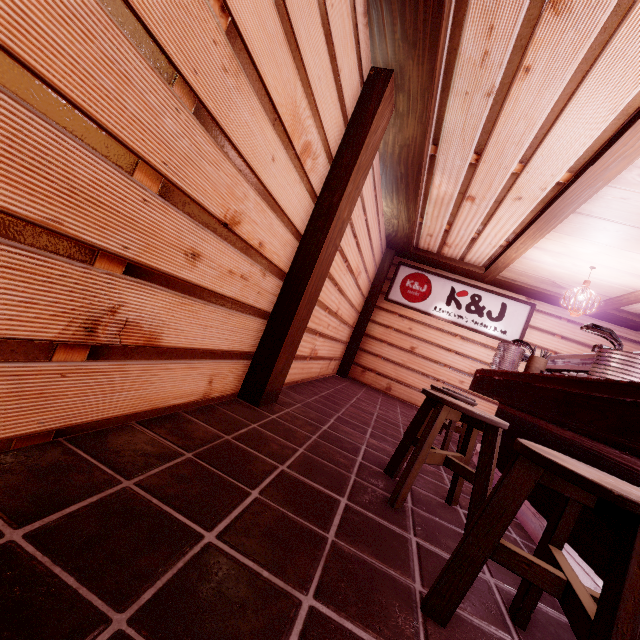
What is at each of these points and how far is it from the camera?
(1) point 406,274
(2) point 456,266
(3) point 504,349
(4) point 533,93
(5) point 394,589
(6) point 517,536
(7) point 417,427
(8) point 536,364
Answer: (1) sign, 12.5m
(2) wood bar, 11.3m
(3) dish, 6.5m
(4) building, 4.4m
(5) building, 2.0m
(6) building, 3.6m
(7) chair, 3.7m
(8) tableware, 6.0m

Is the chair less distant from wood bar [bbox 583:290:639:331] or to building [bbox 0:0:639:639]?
building [bbox 0:0:639:639]

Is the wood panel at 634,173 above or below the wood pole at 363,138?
above

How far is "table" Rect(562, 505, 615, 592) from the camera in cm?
275

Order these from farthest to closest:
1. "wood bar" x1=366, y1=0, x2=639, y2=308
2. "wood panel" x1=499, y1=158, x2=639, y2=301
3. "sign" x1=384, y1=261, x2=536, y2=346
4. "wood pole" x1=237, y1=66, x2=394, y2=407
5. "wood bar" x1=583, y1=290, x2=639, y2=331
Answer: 1. "sign" x1=384, y1=261, x2=536, y2=346
2. "wood bar" x1=583, y1=290, x2=639, y2=331
3. "wood panel" x1=499, y1=158, x2=639, y2=301
4. "wood pole" x1=237, y1=66, x2=394, y2=407
5. "wood bar" x1=366, y1=0, x2=639, y2=308

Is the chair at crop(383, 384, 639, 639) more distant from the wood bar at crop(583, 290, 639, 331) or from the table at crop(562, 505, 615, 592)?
the wood bar at crop(583, 290, 639, 331)

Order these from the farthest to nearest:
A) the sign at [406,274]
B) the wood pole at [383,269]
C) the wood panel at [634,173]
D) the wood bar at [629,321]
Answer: the wood pole at [383,269] < the sign at [406,274] < the wood bar at [629,321] < the wood panel at [634,173]

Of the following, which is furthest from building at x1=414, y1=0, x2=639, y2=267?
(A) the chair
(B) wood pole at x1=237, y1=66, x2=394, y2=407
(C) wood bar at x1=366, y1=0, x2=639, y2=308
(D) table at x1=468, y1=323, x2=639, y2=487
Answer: (A) the chair
